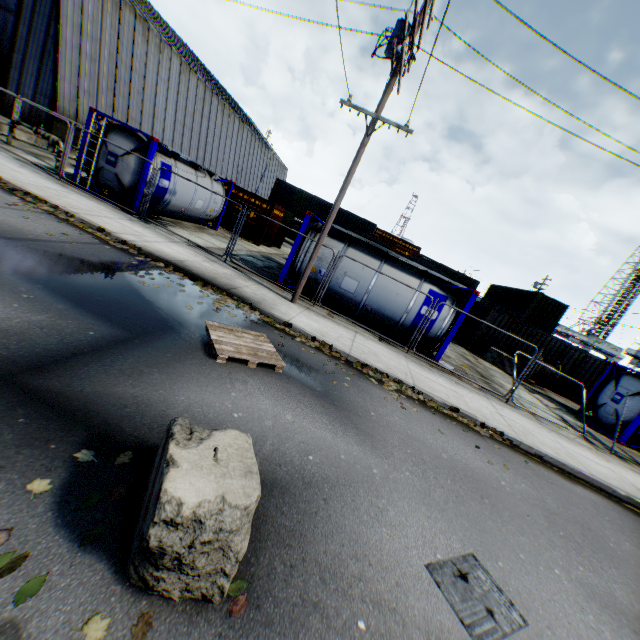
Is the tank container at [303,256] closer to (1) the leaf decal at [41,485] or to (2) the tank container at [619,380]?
(2) the tank container at [619,380]

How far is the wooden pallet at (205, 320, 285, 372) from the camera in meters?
5.5 m

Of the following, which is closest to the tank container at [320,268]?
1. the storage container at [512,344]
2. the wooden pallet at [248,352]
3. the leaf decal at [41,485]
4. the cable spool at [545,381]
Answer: the storage container at [512,344]

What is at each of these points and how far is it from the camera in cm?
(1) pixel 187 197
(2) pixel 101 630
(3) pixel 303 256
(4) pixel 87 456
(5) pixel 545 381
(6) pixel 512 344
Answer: (1) tank container, 1540
(2) leaf decal, 188
(3) tank container, 1225
(4) leaf decal, 282
(5) cable spool, 1778
(6) storage container, 1931

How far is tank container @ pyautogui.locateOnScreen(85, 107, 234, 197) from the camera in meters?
12.2 m

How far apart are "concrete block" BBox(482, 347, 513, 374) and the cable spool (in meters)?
0.21

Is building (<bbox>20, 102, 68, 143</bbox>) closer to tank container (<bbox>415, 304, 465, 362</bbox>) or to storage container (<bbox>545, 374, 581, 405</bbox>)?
tank container (<bbox>415, 304, 465, 362</bbox>)

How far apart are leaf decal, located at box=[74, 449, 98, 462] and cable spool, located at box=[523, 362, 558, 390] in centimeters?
2001cm
